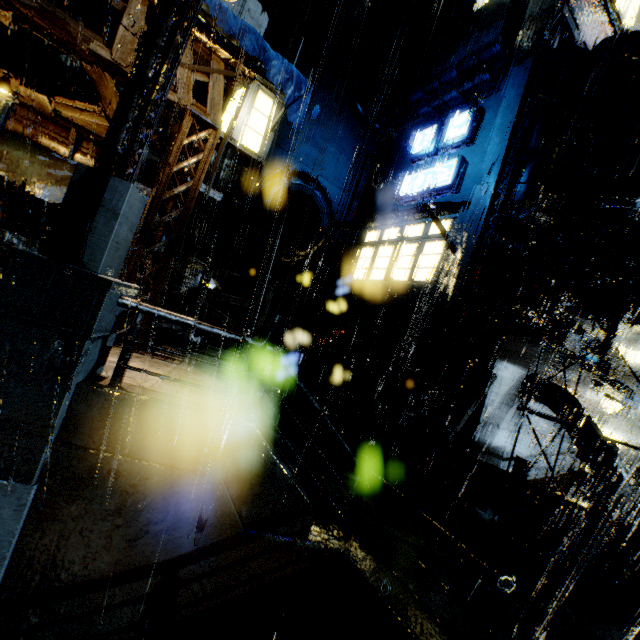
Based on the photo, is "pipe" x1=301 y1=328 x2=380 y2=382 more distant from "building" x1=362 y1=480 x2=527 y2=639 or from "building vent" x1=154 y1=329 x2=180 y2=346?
"building vent" x1=154 y1=329 x2=180 y2=346

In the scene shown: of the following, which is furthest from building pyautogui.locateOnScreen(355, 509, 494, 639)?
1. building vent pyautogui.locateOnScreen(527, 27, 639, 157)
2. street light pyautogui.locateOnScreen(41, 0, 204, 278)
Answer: street light pyautogui.locateOnScreen(41, 0, 204, 278)

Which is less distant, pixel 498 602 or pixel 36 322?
pixel 36 322

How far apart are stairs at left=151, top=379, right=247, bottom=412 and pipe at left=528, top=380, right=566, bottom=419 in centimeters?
973cm

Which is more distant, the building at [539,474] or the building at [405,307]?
the building at [539,474]

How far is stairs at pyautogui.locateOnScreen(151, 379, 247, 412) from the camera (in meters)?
5.68

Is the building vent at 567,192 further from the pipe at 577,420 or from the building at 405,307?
the pipe at 577,420
